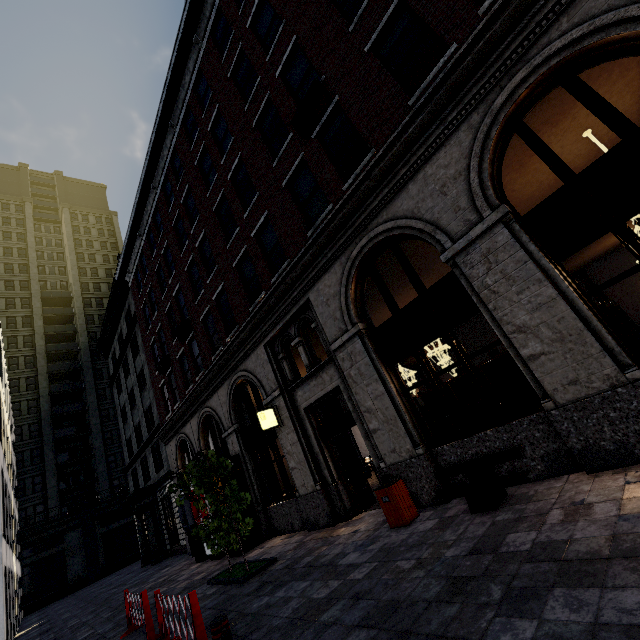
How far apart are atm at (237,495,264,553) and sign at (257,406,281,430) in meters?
3.5

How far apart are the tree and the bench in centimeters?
539cm

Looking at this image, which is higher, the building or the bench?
the building

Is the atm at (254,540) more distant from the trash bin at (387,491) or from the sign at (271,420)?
the trash bin at (387,491)

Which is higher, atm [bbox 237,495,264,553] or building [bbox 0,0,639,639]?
building [bbox 0,0,639,639]

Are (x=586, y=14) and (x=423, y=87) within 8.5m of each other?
yes

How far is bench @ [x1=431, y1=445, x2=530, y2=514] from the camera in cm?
526

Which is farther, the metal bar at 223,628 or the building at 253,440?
the building at 253,440
